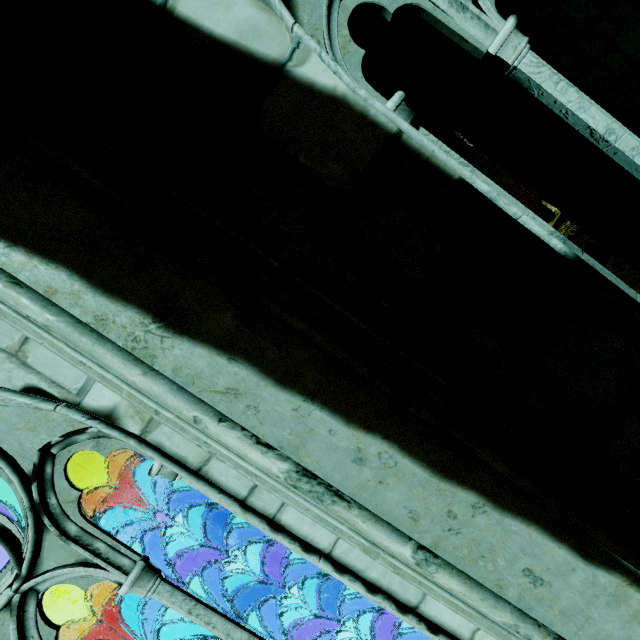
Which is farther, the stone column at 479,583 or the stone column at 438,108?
the stone column at 438,108

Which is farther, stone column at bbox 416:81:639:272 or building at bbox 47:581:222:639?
stone column at bbox 416:81:639:272

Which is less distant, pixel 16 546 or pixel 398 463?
pixel 398 463

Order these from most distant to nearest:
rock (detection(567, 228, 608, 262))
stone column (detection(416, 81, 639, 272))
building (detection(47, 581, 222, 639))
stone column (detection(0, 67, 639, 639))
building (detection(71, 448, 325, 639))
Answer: rock (detection(567, 228, 608, 262)) → stone column (detection(416, 81, 639, 272)) → building (detection(71, 448, 325, 639)) → building (detection(47, 581, 222, 639)) → stone column (detection(0, 67, 639, 639))

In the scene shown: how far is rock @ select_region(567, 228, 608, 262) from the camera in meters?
15.5 m

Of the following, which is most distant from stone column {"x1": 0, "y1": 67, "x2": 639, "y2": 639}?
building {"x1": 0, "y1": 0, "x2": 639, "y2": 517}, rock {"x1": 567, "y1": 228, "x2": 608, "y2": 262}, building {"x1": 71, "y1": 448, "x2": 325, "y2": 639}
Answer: rock {"x1": 567, "y1": 228, "x2": 608, "y2": 262}

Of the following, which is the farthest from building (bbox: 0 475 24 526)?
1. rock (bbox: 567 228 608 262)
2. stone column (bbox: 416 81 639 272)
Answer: stone column (bbox: 416 81 639 272)

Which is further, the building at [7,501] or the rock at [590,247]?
the rock at [590,247]
